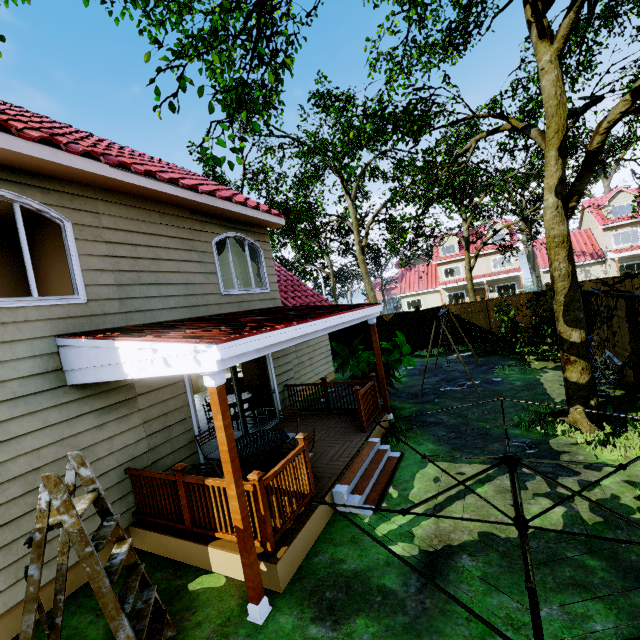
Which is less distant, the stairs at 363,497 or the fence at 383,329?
the stairs at 363,497

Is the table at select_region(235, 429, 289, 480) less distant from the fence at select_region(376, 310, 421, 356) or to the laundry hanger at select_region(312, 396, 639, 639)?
the laundry hanger at select_region(312, 396, 639, 639)

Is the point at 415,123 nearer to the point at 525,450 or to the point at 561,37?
the point at 561,37

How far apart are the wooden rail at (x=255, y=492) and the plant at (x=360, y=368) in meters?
3.8

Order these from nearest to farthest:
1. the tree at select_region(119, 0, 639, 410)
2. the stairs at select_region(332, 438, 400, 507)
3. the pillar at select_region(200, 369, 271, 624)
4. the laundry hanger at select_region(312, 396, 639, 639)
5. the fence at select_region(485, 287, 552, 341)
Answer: the laundry hanger at select_region(312, 396, 639, 639)
the pillar at select_region(200, 369, 271, 624)
the stairs at select_region(332, 438, 400, 507)
the tree at select_region(119, 0, 639, 410)
the fence at select_region(485, 287, 552, 341)

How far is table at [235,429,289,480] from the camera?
5.4m

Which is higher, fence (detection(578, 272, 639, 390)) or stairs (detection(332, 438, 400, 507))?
fence (detection(578, 272, 639, 390))

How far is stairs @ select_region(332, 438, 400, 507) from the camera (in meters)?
5.24
